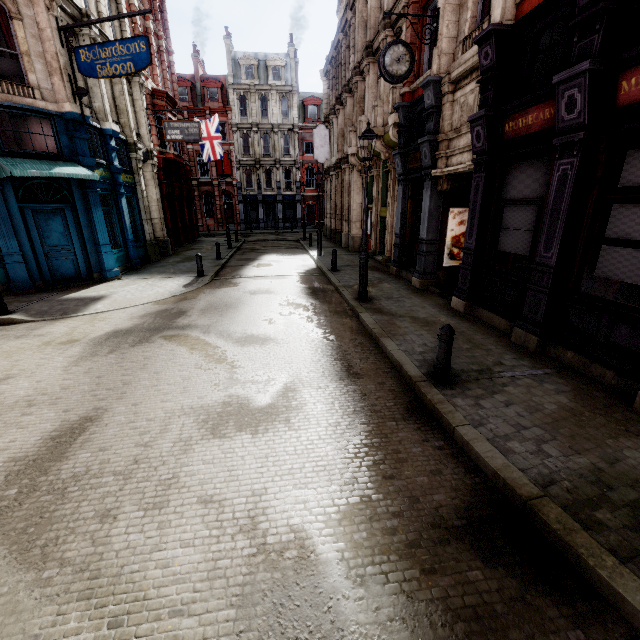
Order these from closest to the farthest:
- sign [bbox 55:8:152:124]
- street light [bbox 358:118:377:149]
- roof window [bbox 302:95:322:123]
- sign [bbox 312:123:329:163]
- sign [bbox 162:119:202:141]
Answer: street light [bbox 358:118:377:149]
sign [bbox 55:8:152:124]
sign [bbox 162:119:202:141]
sign [bbox 312:123:329:163]
roof window [bbox 302:95:322:123]

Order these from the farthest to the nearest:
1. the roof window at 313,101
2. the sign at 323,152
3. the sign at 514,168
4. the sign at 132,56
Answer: the roof window at 313,101 → the sign at 323,152 → the sign at 132,56 → the sign at 514,168

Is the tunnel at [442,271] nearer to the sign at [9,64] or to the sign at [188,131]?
the sign at [188,131]

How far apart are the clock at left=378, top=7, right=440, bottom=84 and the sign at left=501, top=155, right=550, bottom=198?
4.4m

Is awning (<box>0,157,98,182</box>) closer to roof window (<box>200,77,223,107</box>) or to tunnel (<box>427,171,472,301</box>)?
tunnel (<box>427,171,472,301</box>)

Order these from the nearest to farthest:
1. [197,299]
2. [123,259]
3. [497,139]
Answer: [497,139] < [197,299] < [123,259]

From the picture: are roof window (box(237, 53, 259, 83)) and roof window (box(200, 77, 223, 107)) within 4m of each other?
yes

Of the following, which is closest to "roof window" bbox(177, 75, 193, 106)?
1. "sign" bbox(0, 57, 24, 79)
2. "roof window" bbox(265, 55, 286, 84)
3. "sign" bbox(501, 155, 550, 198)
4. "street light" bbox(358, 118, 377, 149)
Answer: "roof window" bbox(265, 55, 286, 84)
